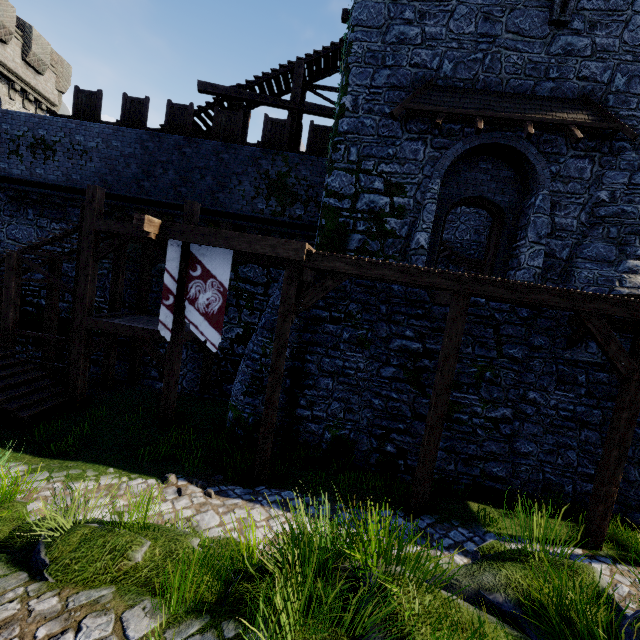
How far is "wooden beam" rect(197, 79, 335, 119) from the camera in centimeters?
1319cm

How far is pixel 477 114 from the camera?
8.83m

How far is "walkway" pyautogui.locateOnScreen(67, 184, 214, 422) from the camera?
9.76m

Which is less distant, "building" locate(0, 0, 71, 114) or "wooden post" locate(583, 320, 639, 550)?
"wooden post" locate(583, 320, 639, 550)

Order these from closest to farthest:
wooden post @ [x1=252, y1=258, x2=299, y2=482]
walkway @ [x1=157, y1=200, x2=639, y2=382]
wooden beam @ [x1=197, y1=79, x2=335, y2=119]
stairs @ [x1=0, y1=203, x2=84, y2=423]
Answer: walkway @ [x1=157, y1=200, x2=639, y2=382]
wooden post @ [x1=252, y1=258, x2=299, y2=482]
stairs @ [x1=0, y1=203, x2=84, y2=423]
wooden beam @ [x1=197, y1=79, x2=335, y2=119]

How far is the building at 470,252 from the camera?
15.7 meters

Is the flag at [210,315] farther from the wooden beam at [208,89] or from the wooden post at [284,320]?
the wooden beam at [208,89]

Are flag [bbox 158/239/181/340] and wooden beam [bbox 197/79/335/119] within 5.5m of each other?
no
